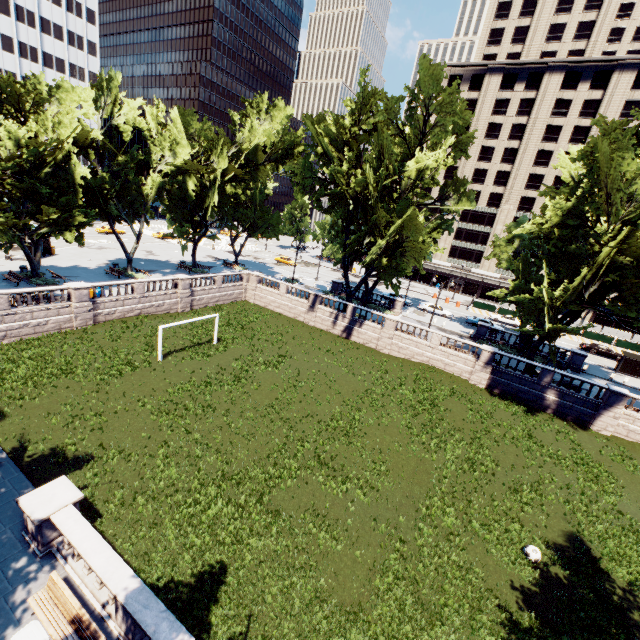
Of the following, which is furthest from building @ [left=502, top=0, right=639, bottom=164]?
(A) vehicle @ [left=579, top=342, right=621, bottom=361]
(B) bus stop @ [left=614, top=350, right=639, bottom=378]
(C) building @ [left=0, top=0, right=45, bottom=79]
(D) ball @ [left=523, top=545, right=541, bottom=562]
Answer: (C) building @ [left=0, top=0, right=45, bottom=79]

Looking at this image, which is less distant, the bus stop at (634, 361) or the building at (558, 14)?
the bus stop at (634, 361)

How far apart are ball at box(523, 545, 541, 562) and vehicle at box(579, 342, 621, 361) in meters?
40.3 m

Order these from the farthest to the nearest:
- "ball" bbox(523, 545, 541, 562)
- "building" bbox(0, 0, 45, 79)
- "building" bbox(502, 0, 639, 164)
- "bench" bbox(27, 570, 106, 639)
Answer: "building" bbox(0, 0, 45, 79) → "building" bbox(502, 0, 639, 164) → "ball" bbox(523, 545, 541, 562) → "bench" bbox(27, 570, 106, 639)

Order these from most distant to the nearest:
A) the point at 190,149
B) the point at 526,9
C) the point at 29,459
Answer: the point at 526,9 → the point at 190,149 → the point at 29,459

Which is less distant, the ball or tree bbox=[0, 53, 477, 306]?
the ball

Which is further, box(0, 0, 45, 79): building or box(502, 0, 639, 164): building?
box(0, 0, 45, 79): building

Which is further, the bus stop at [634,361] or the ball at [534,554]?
the bus stop at [634,361]
